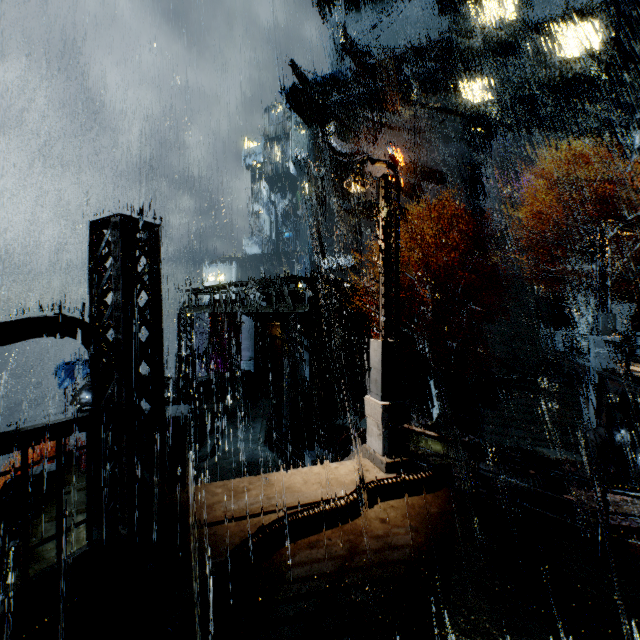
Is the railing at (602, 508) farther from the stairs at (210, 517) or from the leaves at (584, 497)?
the leaves at (584, 497)

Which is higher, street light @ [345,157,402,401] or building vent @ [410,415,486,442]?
street light @ [345,157,402,401]

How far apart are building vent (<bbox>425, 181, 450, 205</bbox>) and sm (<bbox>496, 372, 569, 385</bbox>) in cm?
2428

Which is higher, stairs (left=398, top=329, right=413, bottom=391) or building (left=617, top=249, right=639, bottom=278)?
building (left=617, top=249, right=639, bottom=278)

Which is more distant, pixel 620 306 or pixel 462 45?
pixel 462 45

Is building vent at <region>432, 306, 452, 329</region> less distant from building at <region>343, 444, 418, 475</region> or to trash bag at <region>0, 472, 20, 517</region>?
building at <region>343, 444, 418, 475</region>

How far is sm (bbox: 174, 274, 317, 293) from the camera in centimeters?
1903cm

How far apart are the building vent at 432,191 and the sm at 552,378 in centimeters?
2428cm
